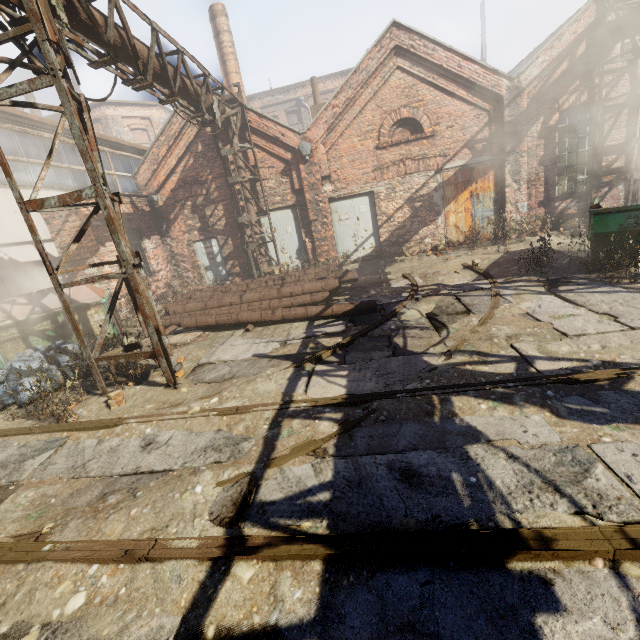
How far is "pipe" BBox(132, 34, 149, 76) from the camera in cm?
624

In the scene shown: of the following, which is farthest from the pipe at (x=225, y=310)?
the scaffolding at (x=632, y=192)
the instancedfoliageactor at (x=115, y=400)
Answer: the scaffolding at (x=632, y=192)

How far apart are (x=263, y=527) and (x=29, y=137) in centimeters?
1353cm

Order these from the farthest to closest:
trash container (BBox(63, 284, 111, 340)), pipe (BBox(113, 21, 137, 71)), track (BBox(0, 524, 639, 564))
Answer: trash container (BBox(63, 284, 111, 340)), pipe (BBox(113, 21, 137, 71)), track (BBox(0, 524, 639, 564))

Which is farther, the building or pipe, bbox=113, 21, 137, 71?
the building

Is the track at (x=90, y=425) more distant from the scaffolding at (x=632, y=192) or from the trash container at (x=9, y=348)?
the scaffolding at (x=632, y=192)

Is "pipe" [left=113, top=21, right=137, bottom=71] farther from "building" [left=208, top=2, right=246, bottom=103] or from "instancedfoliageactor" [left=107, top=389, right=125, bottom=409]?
"building" [left=208, top=2, right=246, bottom=103]

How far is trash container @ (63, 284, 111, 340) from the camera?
7.6 meters
